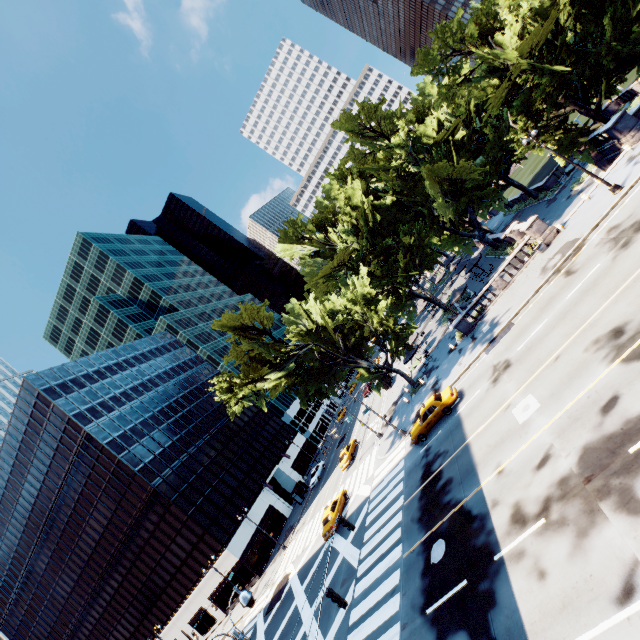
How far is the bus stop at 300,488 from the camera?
50.0 meters

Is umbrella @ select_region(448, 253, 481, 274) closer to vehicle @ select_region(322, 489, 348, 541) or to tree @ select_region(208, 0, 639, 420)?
tree @ select_region(208, 0, 639, 420)

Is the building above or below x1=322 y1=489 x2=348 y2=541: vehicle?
above

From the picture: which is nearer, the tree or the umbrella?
the tree

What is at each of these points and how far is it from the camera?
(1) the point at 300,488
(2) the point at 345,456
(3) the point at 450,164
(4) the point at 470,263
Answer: (1) bus stop, 52.8m
(2) vehicle, 40.1m
(3) tree, 34.0m
(4) umbrella, 38.8m

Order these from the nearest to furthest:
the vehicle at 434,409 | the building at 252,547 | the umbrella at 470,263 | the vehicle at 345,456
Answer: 1. the vehicle at 434,409
2. the umbrella at 470,263
3. the vehicle at 345,456
4. the building at 252,547

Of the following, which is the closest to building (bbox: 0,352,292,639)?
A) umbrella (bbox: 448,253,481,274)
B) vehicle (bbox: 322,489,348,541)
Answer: vehicle (bbox: 322,489,348,541)

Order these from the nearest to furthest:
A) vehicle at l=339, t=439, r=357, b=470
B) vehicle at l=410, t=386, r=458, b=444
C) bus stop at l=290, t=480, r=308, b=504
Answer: vehicle at l=410, t=386, r=458, b=444 → vehicle at l=339, t=439, r=357, b=470 → bus stop at l=290, t=480, r=308, b=504
